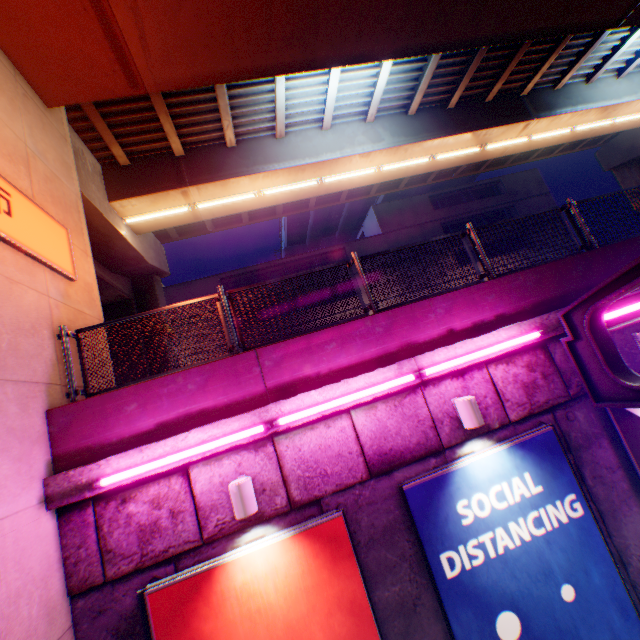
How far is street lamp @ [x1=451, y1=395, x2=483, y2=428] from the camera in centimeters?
461cm

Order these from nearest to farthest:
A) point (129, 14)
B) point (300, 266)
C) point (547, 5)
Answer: point (129, 14) → point (547, 5) → point (300, 266)

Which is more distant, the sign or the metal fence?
the metal fence

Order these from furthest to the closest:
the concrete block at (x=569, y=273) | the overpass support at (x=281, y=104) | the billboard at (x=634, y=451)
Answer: the overpass support at (x=281, y=104) → the billboard at (x=634, y=451) → the concrete block at (x=569, y=273)

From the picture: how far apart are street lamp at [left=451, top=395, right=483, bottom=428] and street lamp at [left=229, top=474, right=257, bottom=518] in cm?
311

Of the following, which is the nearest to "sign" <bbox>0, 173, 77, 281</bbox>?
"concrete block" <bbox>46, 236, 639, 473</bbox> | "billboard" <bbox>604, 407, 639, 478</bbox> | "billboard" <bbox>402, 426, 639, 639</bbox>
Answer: "concrete block" <bbox>46, 236, 639, 473</bbox>

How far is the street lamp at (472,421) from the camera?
4.61m

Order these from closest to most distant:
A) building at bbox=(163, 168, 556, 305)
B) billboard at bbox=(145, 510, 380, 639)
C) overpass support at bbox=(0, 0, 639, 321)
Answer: billboard at bbox=(145, 510, 380, 639) → overpass support at bbox=(0, 0, 639, 321) → building at bbox=(163, 168, 556, 305)
